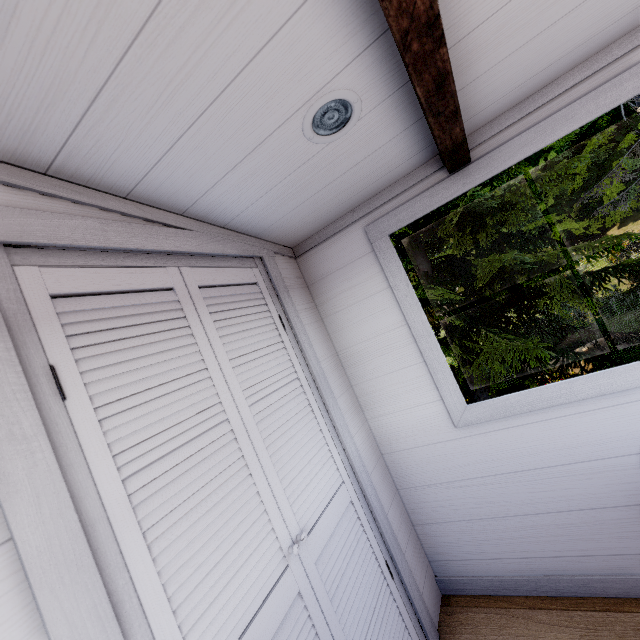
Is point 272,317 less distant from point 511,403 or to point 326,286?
point 326,286

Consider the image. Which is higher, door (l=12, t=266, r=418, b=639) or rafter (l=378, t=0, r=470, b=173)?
rafter (l=378, t=0, r=470, b=173)

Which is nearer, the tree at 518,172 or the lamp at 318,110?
the lamp at 318,110

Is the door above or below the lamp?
below

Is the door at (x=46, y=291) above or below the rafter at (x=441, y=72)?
below

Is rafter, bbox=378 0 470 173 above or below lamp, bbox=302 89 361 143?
below

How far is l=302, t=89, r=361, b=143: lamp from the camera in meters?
1.0 m

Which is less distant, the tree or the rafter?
the rafter
